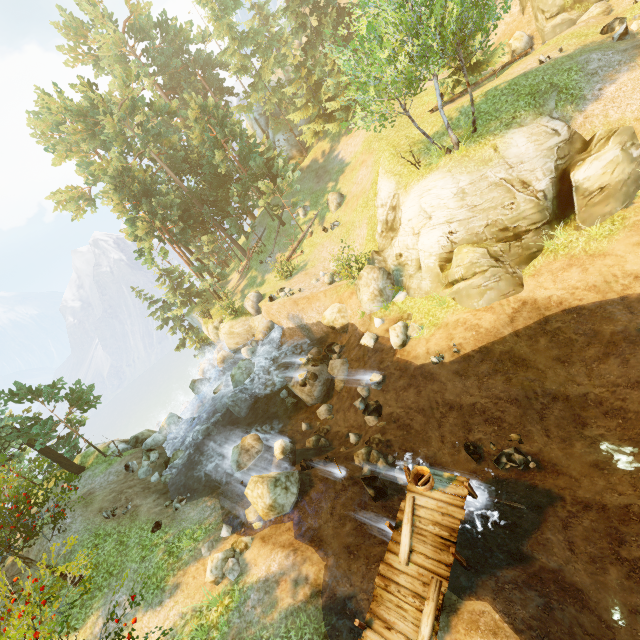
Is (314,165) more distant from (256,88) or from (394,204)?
(394,204)

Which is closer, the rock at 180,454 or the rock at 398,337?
the rock at 398,337

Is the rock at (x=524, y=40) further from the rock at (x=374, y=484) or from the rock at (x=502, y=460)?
the rock at (x=374, y=484)

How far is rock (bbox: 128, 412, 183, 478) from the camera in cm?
2086

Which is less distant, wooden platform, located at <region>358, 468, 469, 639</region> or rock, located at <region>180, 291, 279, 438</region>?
wooden platform, located at <region>358, 468, 469, 639</region>

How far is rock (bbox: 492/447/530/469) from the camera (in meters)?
11.40

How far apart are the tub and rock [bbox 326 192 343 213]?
24.6 meters

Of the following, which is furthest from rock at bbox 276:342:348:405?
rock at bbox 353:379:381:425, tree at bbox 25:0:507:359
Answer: tree at bbox 25:0:507:359
